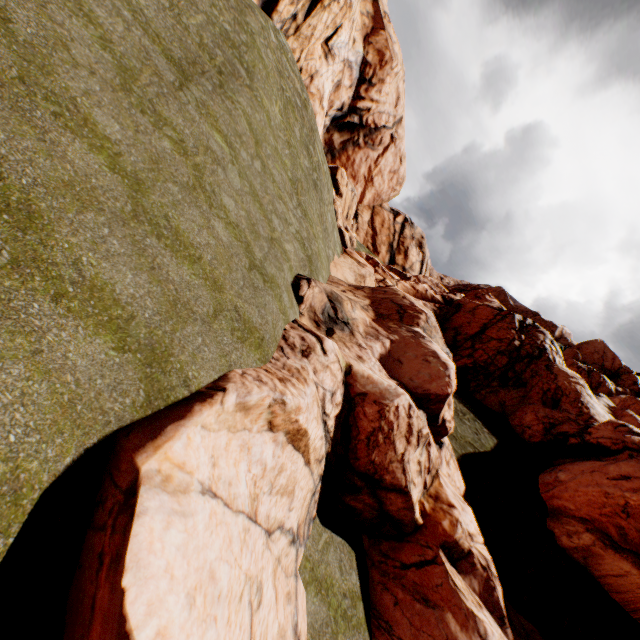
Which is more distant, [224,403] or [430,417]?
[430,417]
